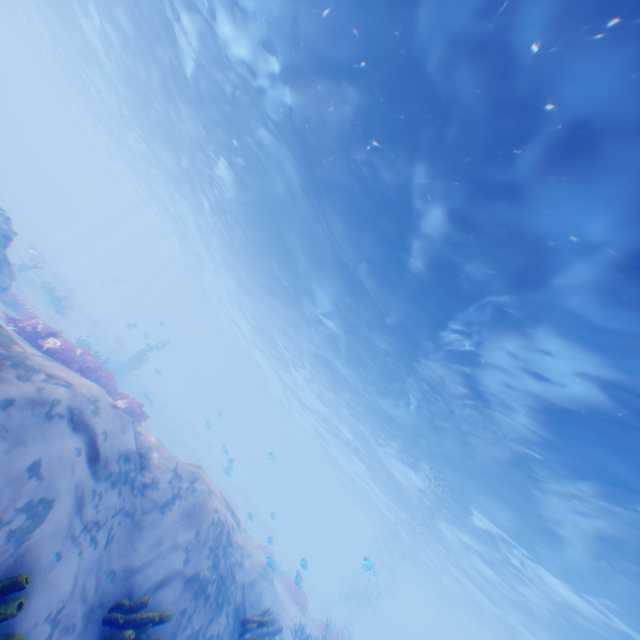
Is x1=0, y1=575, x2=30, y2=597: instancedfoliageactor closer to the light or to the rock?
the light

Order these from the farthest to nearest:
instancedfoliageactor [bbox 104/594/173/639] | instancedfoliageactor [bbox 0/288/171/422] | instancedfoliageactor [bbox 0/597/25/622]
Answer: instancedfoliageactor [bbox 0/288/171/422] → instancedfoliageactor [bbox 104/594/173/639] → instancedfoliageactor [bbox 0/597/25/622]

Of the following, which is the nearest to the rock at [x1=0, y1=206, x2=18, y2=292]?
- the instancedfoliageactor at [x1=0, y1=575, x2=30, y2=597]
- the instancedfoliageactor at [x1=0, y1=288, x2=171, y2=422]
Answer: the instancedfoliageactor at [x1=0, y1=288, x2=171, y2=422]

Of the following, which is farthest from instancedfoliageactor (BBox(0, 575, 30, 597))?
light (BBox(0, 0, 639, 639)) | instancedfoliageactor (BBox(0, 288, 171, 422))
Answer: light (BBox(0, 0, 639, 639))

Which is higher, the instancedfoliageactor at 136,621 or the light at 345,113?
the light at 345,113

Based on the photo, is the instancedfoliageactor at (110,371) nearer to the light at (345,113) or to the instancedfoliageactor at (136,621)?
the instancedfoliageactor at (136,621)

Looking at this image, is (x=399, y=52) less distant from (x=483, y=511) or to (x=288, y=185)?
(x=288, y=185)

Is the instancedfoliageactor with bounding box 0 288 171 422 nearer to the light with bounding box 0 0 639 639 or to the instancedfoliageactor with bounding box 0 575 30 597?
the instancedfoliageactor with bounding box 0 575 30 597
